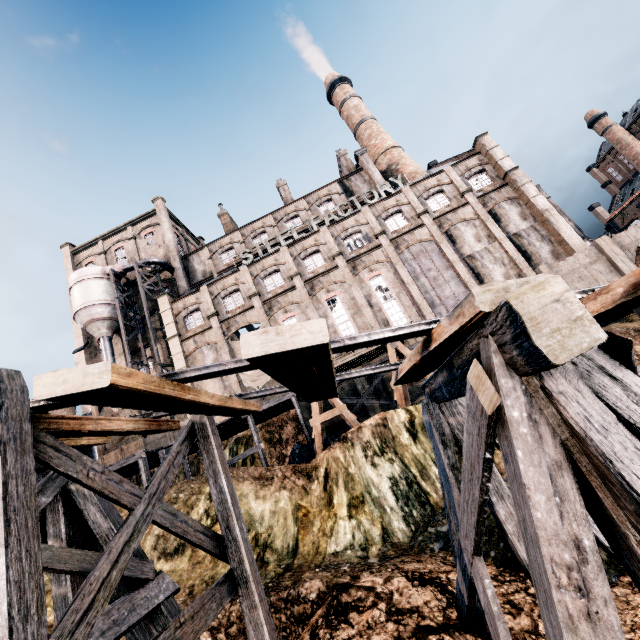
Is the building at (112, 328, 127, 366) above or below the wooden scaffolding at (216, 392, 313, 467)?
above

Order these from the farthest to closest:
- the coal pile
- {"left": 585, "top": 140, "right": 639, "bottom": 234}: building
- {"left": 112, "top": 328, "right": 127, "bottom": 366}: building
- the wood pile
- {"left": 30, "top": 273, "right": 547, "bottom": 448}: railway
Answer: {"left": 585, "top": 140, "right": 639, "bottom": 234}: building
{"left": 112, "top": 328, "right": 127, "bottom": 366}: building
the wood pile
the coal pile
{"left": 30, "top": 273, "right": 547, "bottom": 448}: railway

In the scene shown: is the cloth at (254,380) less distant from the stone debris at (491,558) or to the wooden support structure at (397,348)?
the wooden support structure at (397,348)

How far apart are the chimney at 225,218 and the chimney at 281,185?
7.5 meters

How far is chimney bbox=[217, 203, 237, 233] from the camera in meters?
43.9 m

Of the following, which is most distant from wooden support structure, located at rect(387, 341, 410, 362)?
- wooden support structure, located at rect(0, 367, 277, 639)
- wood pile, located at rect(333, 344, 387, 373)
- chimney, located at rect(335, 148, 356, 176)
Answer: chimney, located at rect(335, 148, 356, 176)

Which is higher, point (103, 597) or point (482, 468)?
point (103, 597)

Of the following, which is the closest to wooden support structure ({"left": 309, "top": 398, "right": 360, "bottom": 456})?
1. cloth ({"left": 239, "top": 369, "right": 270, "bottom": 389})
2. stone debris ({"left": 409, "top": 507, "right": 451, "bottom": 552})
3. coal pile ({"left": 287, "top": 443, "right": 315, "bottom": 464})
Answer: coal pile ({"left": 287, "top": 443, "right": 315, "bottom": 464})
